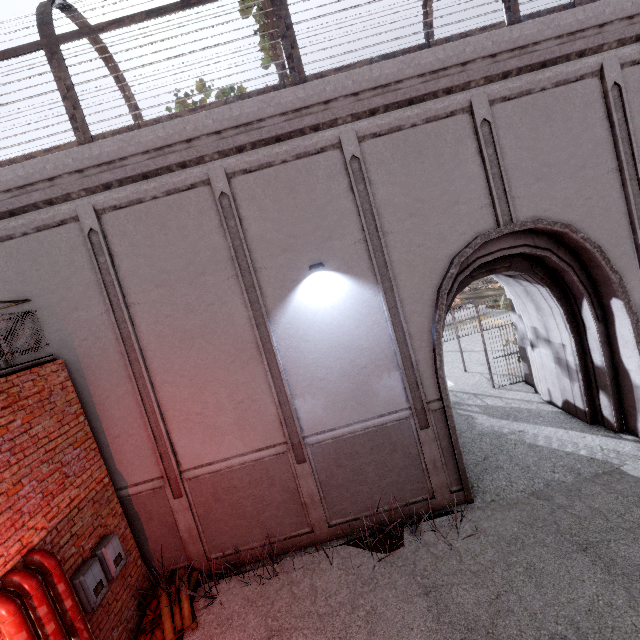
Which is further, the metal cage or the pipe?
the metal cage

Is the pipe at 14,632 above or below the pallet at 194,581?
above

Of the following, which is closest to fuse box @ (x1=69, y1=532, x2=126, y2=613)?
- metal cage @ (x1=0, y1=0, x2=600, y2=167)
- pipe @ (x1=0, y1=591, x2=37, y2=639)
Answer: pipe @ (x1=0, y1=591, x2=37, y2=639)

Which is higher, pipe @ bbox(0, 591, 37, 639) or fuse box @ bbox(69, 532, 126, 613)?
pipe @ bbox(0, 591, 37, 639)

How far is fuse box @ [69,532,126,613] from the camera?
4.69m

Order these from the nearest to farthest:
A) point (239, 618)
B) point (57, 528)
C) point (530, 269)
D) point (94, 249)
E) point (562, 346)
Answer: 1. point (57, 528)
2. point (239, 618)
3. point (94, 249)
4. point (530, 269)
5. point (562, 346)

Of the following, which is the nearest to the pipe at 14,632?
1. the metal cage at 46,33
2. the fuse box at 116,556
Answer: the fuse box at 116,556
